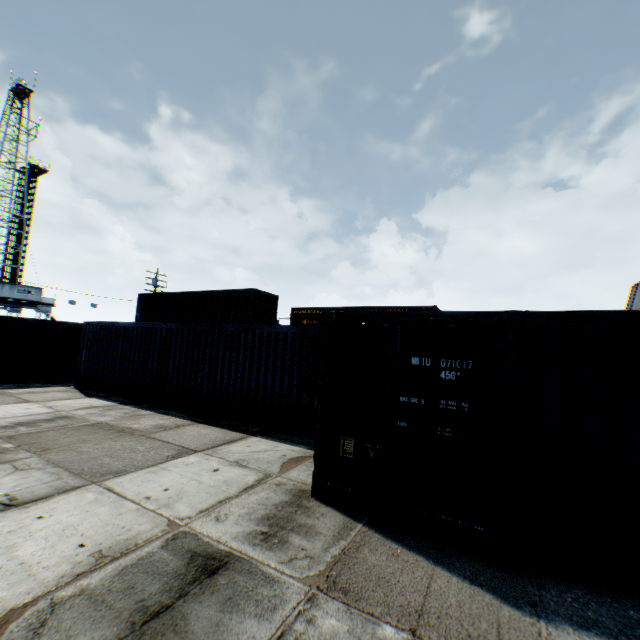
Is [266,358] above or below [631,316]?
below

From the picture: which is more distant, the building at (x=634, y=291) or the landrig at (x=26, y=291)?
the landrig at (x=26, y=291)

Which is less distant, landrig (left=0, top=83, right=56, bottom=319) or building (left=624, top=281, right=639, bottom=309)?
building (left=624, top=281, right=639, bottom=309)
